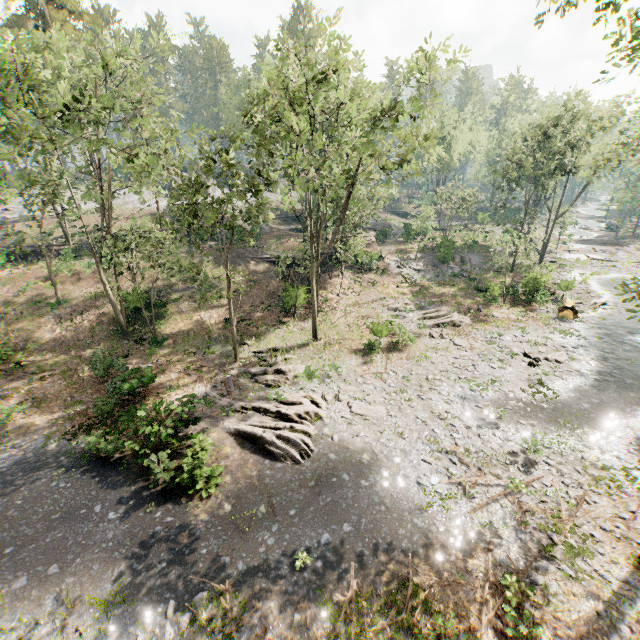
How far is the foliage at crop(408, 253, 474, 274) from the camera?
38.7 meters

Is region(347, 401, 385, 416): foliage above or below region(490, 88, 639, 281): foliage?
below

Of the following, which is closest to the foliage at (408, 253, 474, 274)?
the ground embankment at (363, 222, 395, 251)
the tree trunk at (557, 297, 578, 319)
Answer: the ground embankment at (363, 222, 395, 251)

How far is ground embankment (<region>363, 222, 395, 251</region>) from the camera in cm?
4319

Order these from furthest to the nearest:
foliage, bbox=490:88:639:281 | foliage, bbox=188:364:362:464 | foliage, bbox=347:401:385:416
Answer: foliage, bbox=490:88:639:281 → foliage, bbox=347:401:385:416 → foliage, bbox=188:364:362:464

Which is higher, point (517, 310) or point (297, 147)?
point (297, 147)

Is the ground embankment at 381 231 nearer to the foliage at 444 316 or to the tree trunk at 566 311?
the foliage at 444 316

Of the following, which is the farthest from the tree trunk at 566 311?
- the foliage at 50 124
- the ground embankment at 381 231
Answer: the ground embankment at 381 231
